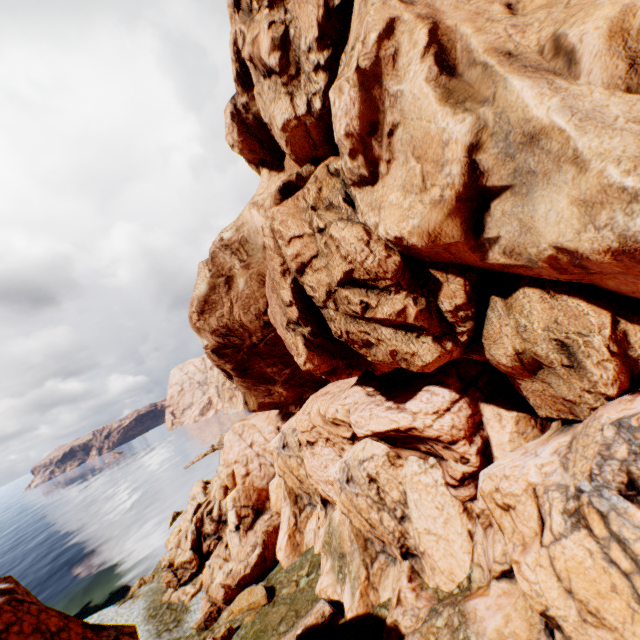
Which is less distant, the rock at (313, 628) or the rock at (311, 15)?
the rock at (311, 15)

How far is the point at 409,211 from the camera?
8.08m

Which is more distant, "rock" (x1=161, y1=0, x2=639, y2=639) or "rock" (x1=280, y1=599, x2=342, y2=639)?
"rock" (x1=280, y1=599, x2=342, y2=639)

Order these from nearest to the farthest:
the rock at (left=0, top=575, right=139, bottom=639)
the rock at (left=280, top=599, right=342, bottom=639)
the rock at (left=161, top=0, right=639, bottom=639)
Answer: the rock at (left=161, top=0, right=639, bottom=639) → the rock at (left=0, top=575, right=139, bottom=639) → the rock at (left=280, top=599, right=342, bottom=639)

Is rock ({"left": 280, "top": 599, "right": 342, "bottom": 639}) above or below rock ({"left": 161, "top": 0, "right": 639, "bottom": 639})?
below

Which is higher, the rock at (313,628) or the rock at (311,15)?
the rock at (311,15)
